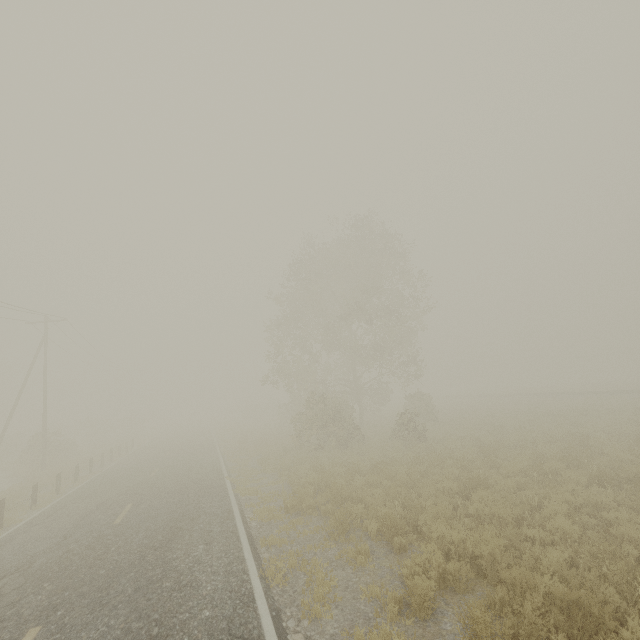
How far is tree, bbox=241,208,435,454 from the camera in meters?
21.2

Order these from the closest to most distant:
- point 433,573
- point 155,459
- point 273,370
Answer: point 433,573 → point 155,459 → point 273,370

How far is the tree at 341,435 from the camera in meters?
21.2 m
